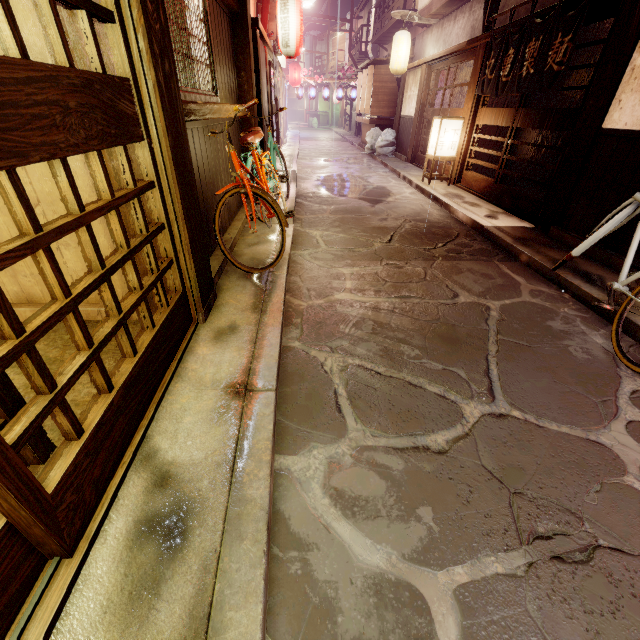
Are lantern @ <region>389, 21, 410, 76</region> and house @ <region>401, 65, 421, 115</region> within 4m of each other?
yes

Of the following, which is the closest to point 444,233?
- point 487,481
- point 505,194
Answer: point 505,194

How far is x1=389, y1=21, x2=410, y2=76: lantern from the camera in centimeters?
1856cm

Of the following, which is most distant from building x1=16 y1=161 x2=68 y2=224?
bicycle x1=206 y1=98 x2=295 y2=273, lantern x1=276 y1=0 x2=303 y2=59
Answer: lantern x1=276 y1=0 x2=303 y2=59

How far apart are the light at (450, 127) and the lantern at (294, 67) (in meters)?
25.83

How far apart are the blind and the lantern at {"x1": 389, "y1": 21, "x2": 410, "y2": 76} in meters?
3.1

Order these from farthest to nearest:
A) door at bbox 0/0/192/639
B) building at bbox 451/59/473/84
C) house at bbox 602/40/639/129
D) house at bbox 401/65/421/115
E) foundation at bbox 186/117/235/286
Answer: house at bbox 401/65/421/115
building at bbox 451/59/473/84
house at bbox 602/40/639/129
foundation at bbox 186/117/235/286
door at bbox 0/0/192/639

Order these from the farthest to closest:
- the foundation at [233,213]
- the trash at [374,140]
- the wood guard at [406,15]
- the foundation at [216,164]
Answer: the trash at [374,140]
the wood guard at [406,15]
the foundation at [233,213]
the foundation at [216,164]
